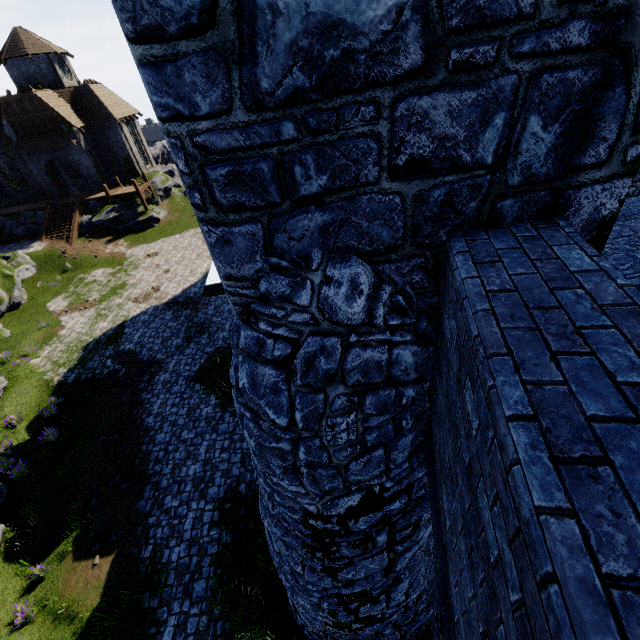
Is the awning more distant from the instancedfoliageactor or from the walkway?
the instancedfoliageactor

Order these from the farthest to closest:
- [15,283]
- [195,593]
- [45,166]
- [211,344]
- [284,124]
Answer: [45,166], [15,283], [211,344], [195,593], [284,124]

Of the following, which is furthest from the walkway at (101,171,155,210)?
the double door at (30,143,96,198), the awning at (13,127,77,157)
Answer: the awning at (13,127,77,157)

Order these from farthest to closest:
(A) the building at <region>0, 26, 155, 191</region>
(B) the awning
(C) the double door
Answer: (C) the double door → (B) the awning → (A) the building at <region>0, 26, 155, 191</region>

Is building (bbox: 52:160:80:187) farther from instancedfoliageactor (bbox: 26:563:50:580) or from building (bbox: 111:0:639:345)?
instancedfoliageactor (bbox: 26:563:50:580)

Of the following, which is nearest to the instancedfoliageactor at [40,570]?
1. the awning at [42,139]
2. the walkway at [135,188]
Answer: the walkway at [135,188]

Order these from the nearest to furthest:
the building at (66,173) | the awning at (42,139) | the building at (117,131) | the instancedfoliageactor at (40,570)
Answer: the instancedfoliageactor at (40,570)
the building at (117,131)
the awning at (42,139)
the building at (66,173)

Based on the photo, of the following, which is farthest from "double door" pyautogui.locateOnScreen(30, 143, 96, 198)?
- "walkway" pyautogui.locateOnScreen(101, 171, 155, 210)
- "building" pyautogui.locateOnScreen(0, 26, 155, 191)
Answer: "walkway" pyautogui.locateOnScreen(101, 171, 155, 210)
